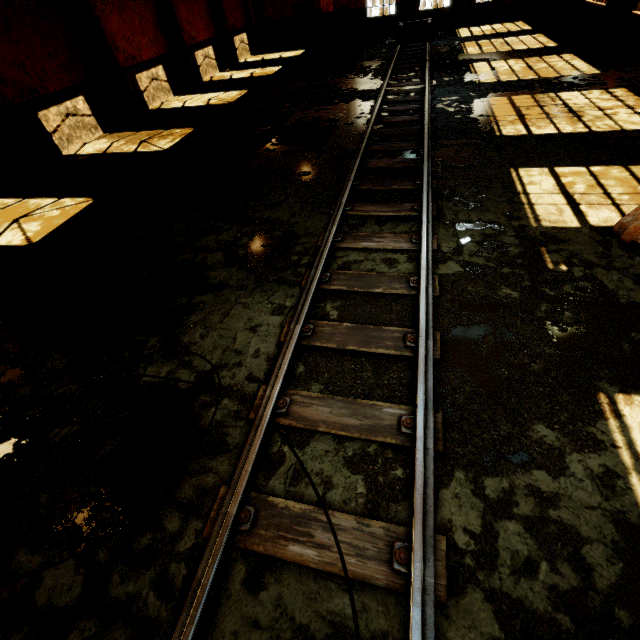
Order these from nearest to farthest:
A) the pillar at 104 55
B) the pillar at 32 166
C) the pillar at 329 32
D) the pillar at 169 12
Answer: the pillar at 32 166 < the pillar at 104 55 < the pillar at 169 12 < the pillar at 329 32

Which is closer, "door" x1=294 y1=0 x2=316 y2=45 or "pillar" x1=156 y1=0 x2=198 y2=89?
"pillar" x1=156 y1=0 x2=198 y2=89

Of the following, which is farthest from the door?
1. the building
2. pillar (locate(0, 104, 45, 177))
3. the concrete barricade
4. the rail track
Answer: the concrete barricade

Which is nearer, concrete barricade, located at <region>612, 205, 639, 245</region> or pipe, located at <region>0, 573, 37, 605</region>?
pipe, located at <region>0, 573, 37, 605</region>

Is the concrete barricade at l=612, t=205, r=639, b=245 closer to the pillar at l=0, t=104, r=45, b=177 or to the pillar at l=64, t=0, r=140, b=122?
the pillar at l=0, t=104, r=45, b=177

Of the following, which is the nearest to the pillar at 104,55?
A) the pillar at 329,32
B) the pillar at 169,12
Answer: the pillar at 169,12

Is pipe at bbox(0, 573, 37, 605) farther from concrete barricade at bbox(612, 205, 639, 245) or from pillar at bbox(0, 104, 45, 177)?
pillar at bbox(0, 104, 45, 177)

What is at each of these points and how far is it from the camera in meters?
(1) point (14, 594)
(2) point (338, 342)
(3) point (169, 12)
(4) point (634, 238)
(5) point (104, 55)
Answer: (1) pipe, 2.3
(2) rail track, 3.7
(3) pillar, 14.0
(4) concrete barricade, 4.3
(5) pillar, 11.3
